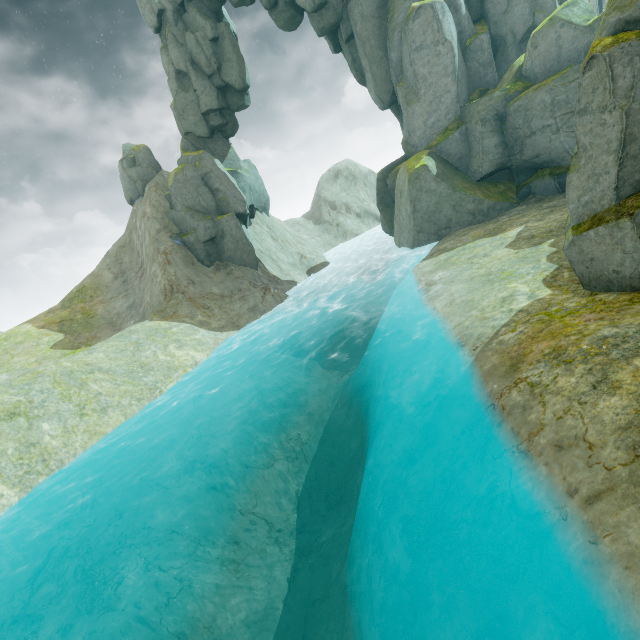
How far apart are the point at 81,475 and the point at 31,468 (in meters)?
1.85

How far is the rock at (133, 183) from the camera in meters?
31.4

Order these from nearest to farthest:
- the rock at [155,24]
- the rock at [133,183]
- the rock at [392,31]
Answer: the rock at [392,31], the rock at [155,24], the rock at [133,183]

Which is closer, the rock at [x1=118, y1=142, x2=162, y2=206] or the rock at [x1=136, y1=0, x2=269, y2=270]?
the rock at [x1=136, y1=0, x2=269, y2=270]

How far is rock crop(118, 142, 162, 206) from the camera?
31.37m

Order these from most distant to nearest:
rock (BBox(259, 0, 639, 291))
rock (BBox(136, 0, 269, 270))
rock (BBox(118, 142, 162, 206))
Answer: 1. rock (BBox(118, 142, 162, 206))
2. rock (BBox(136, 0, 269, 270))
3. rock (BBox(259, 0, 639, 291))
